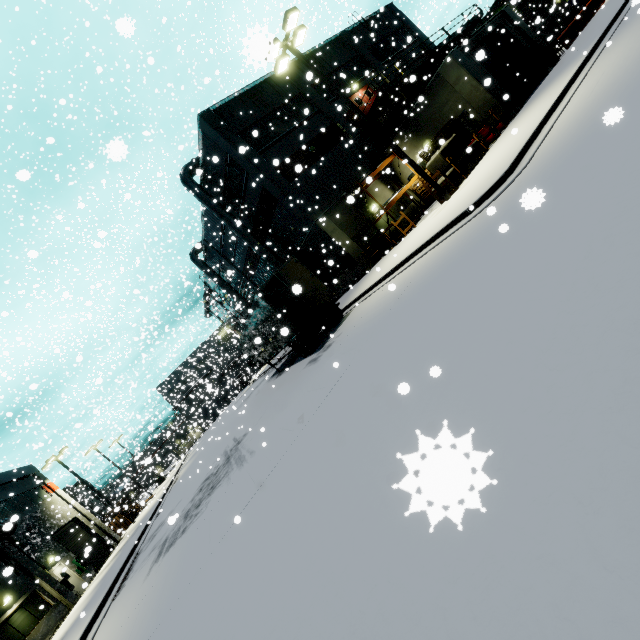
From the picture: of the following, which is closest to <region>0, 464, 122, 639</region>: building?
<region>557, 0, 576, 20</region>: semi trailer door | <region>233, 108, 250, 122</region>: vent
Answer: <region>233, 108, 250, 122</region>: vent

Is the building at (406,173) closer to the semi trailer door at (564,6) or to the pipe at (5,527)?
the pipe at (5,527)

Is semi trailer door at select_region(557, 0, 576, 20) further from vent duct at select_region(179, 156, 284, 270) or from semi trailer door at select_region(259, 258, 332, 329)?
semi trailer door at select_region(259, 258, 332, 329)

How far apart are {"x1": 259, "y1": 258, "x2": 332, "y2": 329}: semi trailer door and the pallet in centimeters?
1164cm

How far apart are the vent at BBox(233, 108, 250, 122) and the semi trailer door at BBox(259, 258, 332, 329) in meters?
13.7 m

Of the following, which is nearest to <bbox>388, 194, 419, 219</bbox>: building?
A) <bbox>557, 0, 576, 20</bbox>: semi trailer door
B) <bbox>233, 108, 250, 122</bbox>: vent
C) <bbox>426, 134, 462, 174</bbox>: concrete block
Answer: <bbox>233, 108, 250, 122</bbox>: vent

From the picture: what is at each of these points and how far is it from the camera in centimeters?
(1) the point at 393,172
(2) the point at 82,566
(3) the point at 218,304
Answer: (1) building, 1511cm
(2) electrical box, 2334cm
(3) building, 5022cm

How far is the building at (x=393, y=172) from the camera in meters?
15.1 m
